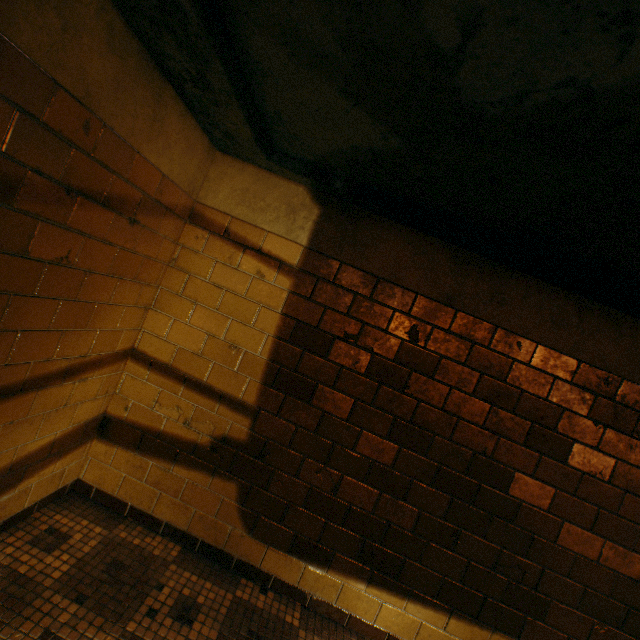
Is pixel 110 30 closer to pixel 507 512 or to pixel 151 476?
pixel 151 476
